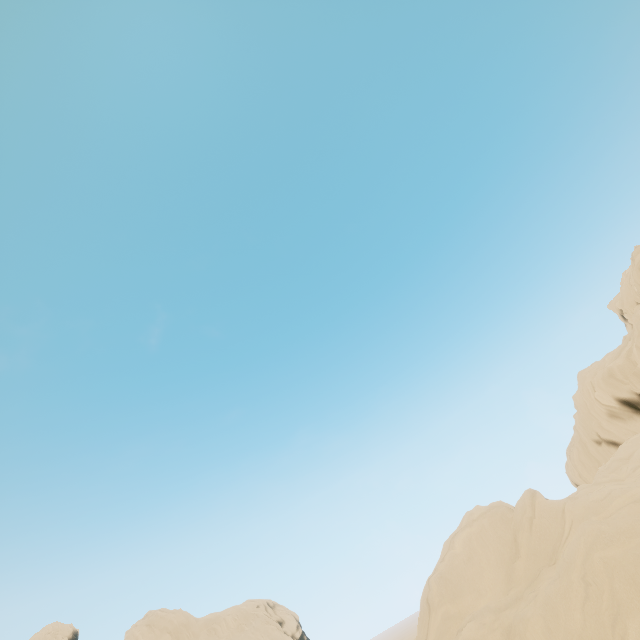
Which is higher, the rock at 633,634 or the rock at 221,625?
the rock at 221,625

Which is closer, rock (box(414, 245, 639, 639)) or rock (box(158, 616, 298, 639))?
rock (box(414, 245, 639, 639))

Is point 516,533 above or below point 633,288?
below

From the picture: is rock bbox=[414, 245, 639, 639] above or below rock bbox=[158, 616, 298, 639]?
below

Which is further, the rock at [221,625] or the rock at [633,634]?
the rock at [221,625]
